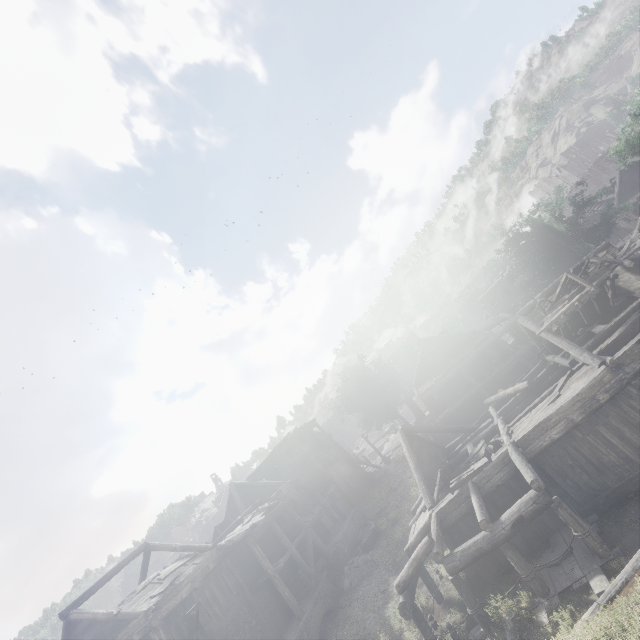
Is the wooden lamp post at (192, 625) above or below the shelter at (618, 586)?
above

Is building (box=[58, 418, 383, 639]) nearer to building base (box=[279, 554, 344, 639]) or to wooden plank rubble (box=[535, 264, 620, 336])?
building base (box=[279, 554, 344, 639])

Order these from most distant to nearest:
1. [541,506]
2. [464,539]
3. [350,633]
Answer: [350,633] → [464,539] → [541,506]

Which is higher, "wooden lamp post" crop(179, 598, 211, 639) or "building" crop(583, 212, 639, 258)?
"wooden lamp post" crop(179, 598, 211, 639)

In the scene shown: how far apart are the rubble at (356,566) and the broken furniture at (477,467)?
9.21m

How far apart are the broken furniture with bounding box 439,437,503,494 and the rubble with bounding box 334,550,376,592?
9.2 meters

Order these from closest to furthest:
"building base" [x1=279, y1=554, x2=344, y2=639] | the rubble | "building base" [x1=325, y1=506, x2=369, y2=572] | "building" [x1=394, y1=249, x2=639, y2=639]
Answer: "building" [x1=394, y1=249, x2=639, y2=639], "building base" [x1=279, y1=554, x2=344, y2=639], the rubble, "building base" [x1=325, y1=506, x2=369, y2=572]

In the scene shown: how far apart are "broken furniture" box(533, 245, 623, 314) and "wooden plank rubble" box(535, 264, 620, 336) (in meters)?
0.02
